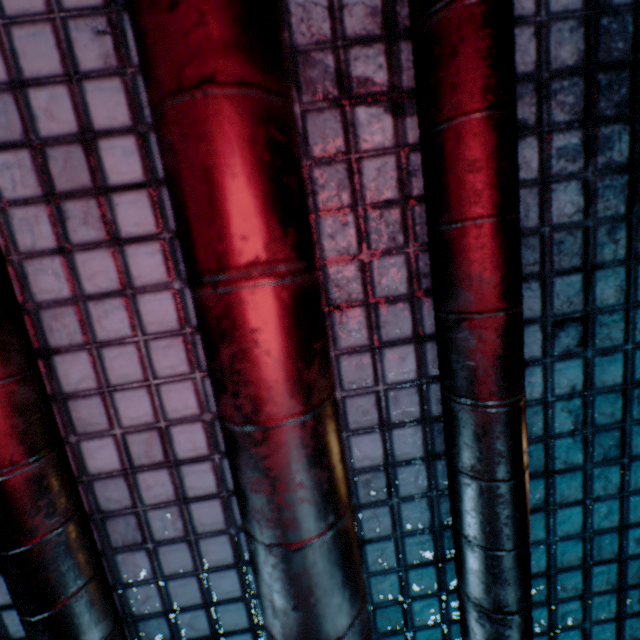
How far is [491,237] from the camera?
0.3m
